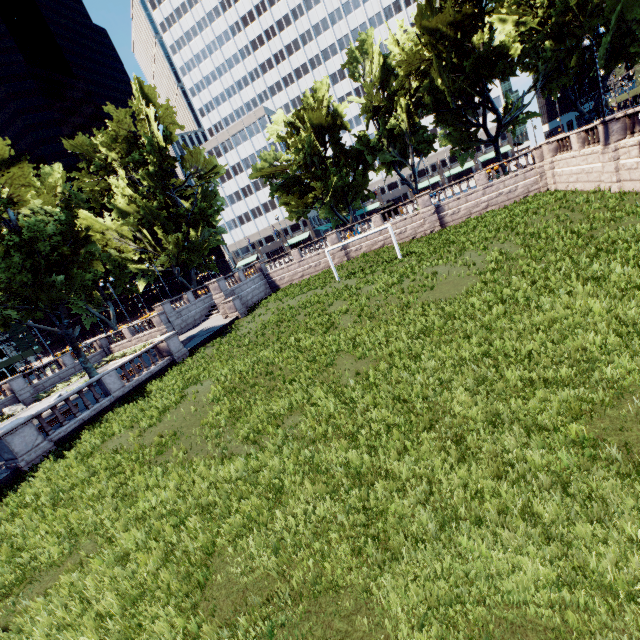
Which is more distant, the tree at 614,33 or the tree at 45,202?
the tree at 614,33

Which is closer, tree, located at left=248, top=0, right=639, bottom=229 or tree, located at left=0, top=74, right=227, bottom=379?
tree, located at left=0, top=74, right=227, bottom=379

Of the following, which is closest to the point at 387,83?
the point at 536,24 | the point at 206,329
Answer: the point at 536,24
